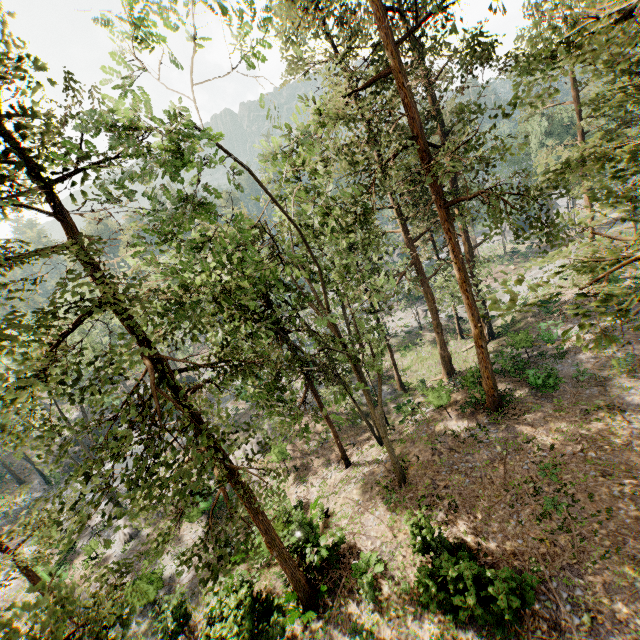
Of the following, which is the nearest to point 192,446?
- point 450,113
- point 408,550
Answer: point 408,550
